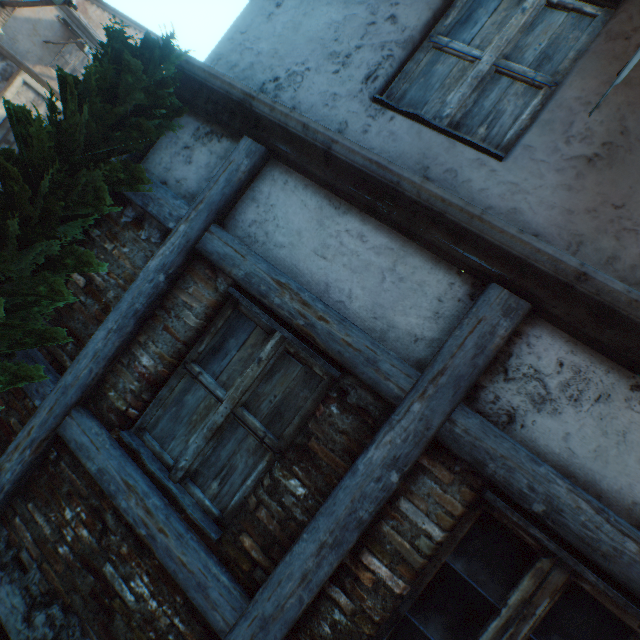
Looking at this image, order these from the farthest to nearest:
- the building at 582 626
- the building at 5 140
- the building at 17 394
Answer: the building at 5 140 → the building at 17 394 → the building at 582 626

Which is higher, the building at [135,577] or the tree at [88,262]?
A: the tree at [88,262]

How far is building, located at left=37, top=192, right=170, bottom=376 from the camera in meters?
2.5 m

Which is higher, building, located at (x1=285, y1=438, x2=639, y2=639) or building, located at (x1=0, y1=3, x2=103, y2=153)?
building, located at (x1=0, y1=3, x2=103, y2=153)

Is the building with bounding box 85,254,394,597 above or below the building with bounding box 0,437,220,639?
above

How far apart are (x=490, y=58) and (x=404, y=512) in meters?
3.0

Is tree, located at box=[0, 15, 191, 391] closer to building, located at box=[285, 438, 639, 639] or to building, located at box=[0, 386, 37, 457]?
building, located at box=[0, 386, 37, 457]

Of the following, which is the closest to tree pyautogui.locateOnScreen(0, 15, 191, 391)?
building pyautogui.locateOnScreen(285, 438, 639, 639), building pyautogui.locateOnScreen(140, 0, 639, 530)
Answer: building pyautogui.locateOnScreen(140, 0, 639, 530)
